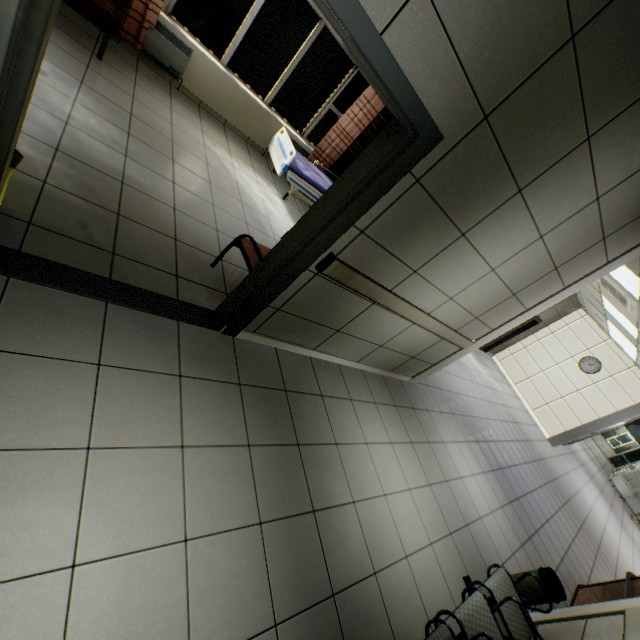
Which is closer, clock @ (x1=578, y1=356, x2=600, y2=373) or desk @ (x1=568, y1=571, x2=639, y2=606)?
desk @ (x1=568, y1=571, x2=639, y2=606)

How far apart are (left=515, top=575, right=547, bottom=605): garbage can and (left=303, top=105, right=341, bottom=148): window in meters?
7.6 m

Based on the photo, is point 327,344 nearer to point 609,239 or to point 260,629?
point 260,629

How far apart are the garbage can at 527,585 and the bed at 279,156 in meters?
5.9 m

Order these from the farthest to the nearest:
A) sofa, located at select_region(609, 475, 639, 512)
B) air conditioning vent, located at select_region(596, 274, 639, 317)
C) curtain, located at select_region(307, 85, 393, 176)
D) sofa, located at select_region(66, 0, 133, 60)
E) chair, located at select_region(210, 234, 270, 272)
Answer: sofa, located at select_region(609, 475, 639, 512), curtain, located at select_region(307, 85, 393, 176), air conditioning vent, located at select_region(596, 274, 639, 317), sofa, located at select_region(66, 0, 133, 60), chair, located at select_region(210, 234, 270, 272)

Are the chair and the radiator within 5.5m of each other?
yes

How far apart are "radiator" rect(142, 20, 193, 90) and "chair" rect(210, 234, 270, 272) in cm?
401

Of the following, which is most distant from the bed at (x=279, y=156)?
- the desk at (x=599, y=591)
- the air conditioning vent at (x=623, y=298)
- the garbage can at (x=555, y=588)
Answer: the desk at (x=599, y=591)
